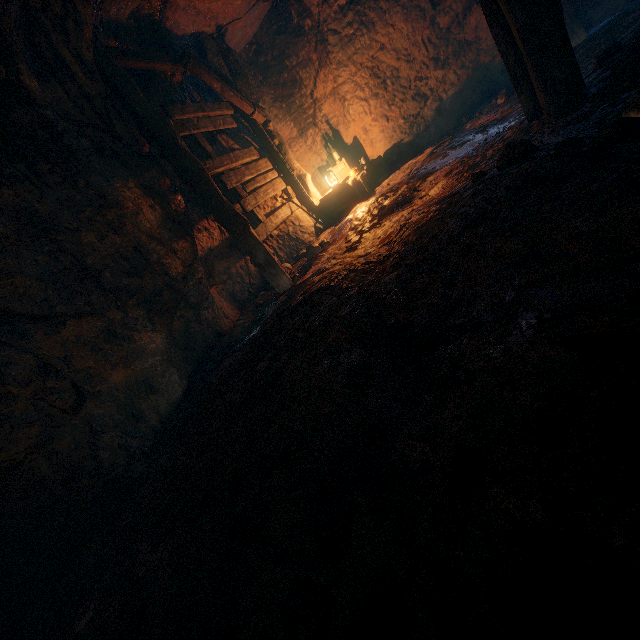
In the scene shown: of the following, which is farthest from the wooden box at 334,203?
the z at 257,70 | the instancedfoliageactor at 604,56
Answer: the instancedfoliageactor at 604,56

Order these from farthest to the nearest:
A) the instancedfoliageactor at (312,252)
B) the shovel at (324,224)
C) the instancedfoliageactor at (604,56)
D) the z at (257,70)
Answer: the shovel at (324,224)
the instancedfoliageactor at (312,252)
the instancedfoliageactor at (604,56)
the z at (257,70)

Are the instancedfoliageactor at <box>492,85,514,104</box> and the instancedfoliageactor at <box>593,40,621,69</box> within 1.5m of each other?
no

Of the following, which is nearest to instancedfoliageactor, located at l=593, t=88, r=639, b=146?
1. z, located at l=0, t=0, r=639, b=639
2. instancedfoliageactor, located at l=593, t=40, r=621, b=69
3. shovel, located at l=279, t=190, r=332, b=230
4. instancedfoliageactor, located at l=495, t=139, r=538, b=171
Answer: z, located at l=0, t=0, r=639, b=639

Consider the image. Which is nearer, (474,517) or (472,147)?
(474,517)

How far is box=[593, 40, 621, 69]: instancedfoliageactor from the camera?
3.68m

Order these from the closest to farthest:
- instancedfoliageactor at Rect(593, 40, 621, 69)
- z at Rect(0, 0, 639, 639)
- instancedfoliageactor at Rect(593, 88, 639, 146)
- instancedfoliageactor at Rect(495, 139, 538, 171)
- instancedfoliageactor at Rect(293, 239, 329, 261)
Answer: z at Rect(0, 0, 639, 639) < instancedfoliageactor at Rect(593, 88, 639, 146) < instancedfoliageactor at Rect(495, 139, 538, 171) < instancedfoliageactor at Rect(593, 40, 621, 69) < instancedfoliageactor at Rect(293, 239, 329, 261)

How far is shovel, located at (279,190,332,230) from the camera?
7.1m
